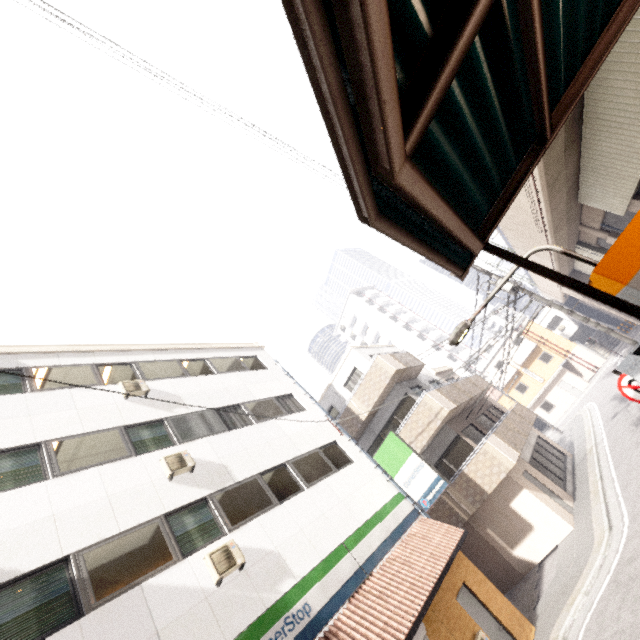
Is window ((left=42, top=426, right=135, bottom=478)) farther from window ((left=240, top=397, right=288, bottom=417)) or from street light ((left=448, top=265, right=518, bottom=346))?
street light ((left=448, top=265, right=518, bottom=346))

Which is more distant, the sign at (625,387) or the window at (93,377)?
the window at (93,377)

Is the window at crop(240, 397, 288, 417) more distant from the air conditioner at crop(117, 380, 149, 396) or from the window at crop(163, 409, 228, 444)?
the air conditioner at crop(117, 380, 149, 396)

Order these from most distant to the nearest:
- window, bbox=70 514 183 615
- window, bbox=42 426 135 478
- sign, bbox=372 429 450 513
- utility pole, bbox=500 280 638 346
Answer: utility pole, bbox=500 280 638 346, sign, bbox=372 429 450 513, window, bbox=42 426 135 478, window, bbox=70 514 183 615

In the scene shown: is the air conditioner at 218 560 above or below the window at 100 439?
below

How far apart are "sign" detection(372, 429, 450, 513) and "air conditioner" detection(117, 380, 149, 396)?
8.69m

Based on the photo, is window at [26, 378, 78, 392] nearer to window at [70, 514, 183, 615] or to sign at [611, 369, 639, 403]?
window at [70, 514, 183, 615]

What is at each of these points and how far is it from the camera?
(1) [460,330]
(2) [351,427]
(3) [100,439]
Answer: (1) street light, 5.4 meters
(2) balcony, 17.2 meters
(3) window, 8.6 meters
